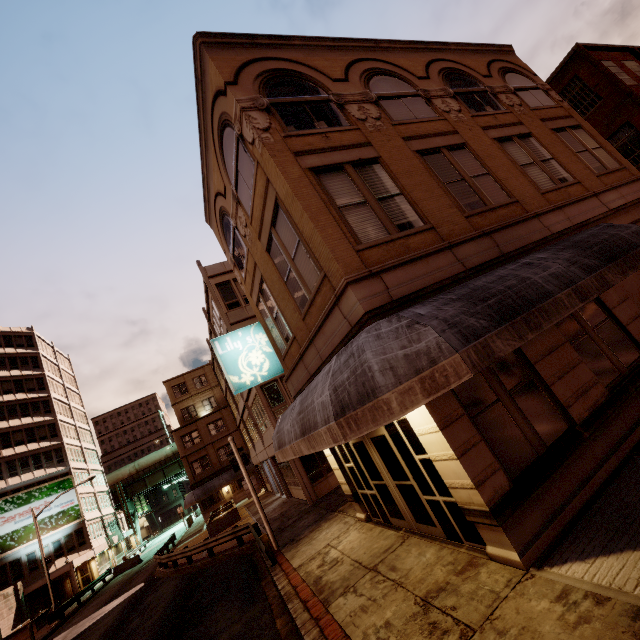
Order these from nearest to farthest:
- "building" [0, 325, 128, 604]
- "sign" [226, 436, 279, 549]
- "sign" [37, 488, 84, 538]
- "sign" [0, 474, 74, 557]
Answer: "sign" [226, 436, 279, 549] → "sign" [0, 474, 74, 557] → "sign" [37, 488, 84, 538] → "building" [0, 325, 128, 604]

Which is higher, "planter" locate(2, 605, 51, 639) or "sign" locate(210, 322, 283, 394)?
"sign" locate(210, 322, 283, 394)

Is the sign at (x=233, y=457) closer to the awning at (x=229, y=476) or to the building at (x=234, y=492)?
the awning at (x=229, y=476)

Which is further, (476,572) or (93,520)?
(93,520)

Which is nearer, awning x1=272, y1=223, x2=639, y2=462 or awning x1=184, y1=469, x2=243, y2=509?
awning x1=272, y1=223, x2=639, y2=462

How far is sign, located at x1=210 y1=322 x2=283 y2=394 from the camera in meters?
11.7

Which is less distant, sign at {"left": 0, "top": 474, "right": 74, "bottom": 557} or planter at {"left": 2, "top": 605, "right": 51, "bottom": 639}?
planter at {"left": 2, "top": 605, "right": 51, "bottom": 639}

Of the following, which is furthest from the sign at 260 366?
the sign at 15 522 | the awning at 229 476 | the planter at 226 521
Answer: the sign at 15 522
